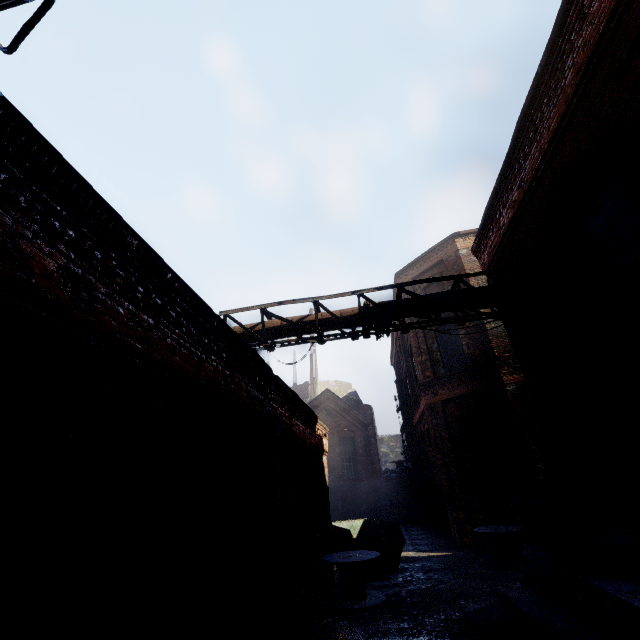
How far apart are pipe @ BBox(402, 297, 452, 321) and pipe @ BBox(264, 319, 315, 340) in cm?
108

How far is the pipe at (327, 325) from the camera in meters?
8.2 m

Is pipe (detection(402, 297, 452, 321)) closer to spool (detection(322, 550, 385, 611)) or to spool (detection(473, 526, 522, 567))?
spool (detection(322, 550, 385, 611))

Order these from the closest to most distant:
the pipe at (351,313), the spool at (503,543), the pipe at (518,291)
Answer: the pipe at (518,291) < the pipe at (351,313) < the spool at (503,543)

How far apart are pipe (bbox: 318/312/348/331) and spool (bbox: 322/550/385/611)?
6.0 meters

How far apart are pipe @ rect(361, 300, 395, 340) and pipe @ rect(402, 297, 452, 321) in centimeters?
6cm

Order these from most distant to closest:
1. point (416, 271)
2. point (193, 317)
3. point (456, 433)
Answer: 1. point (416, 271)
2. point (456, 433)
3. point (193, 317)

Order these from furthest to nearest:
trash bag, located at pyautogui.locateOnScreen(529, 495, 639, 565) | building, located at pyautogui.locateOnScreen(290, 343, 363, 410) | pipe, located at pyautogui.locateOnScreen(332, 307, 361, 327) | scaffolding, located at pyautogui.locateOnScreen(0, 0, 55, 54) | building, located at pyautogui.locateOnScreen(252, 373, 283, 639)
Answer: building, located at pyautogui.locateOnScreen(290, 343, 363, 410) → pipe, located at pyautogui.locateOnScreen(332, 307, 361, 327) → building, located at pyautogui.locateOnScreen(252, 373, 283, 639) → trash bag, located at pyautogui.locateOnScreen(529, 495, 639, 565) → scaffolding, located at pyautogui.locateOnScreen(0, 0, 55, 54)
